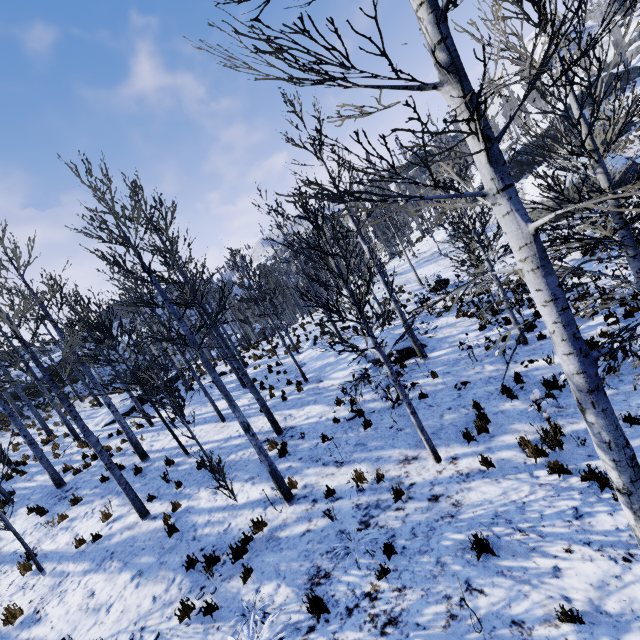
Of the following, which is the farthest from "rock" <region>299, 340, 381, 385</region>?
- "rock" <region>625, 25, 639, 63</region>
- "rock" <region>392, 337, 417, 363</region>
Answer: "rock" <region>625, 25, 639, 63</region>

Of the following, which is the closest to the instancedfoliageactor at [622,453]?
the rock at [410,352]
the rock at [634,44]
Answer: the rock at [634,44]

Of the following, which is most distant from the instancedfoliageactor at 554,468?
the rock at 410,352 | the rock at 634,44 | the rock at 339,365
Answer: the rock at 339,365

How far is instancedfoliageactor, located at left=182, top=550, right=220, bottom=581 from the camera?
6.13m

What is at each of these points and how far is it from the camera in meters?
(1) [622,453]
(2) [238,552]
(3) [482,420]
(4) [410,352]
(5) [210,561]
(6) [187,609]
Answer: (1) instancedfoliageactor, 2.6
(2) instancedfoliageactor, 6.4
(3) instancedfoliageactor, 7.3
(4) rock, 12.7
(5) instancedfoliageactor, 6.4
(6) instancedfoliageactor, 5.6

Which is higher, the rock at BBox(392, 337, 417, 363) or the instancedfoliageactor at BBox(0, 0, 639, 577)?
the instancedfoliageactor at BBox(0, 0, 639, 577)

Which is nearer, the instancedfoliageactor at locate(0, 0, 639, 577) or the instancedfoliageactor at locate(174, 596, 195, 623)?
the instancedfoliageactor at locate(0, 0, 639, 577)
